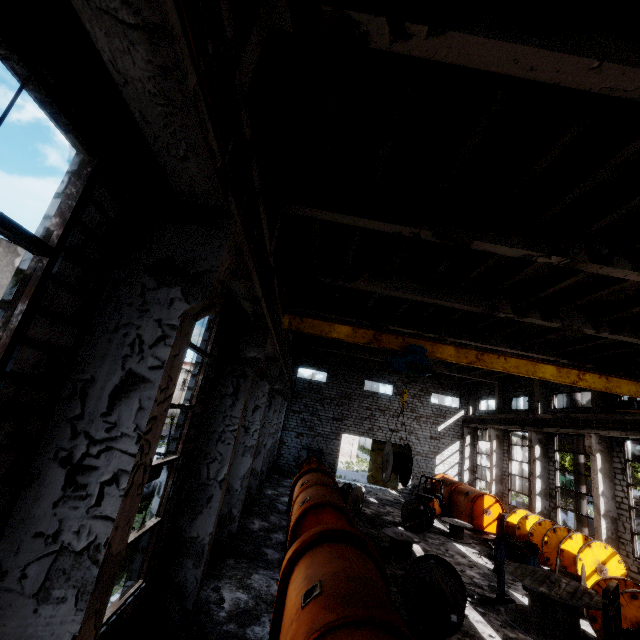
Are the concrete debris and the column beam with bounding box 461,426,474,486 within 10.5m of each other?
no

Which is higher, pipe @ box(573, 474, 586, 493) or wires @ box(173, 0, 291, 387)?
wires @ box(173, 0, 291, 387)

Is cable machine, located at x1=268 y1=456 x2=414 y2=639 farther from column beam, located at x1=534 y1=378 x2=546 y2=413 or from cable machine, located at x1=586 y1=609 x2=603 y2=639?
column beam, located at x1=534 y1=378 x2=546 y2=413

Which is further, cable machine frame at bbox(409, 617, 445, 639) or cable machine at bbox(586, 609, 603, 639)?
cable machine at bbox(586, 609, 603, 639)

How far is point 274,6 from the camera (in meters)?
4.61

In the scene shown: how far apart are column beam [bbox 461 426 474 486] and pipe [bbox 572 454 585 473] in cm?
947

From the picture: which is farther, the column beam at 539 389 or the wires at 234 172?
the column beam at 539 389

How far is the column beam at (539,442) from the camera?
19.4 meters
